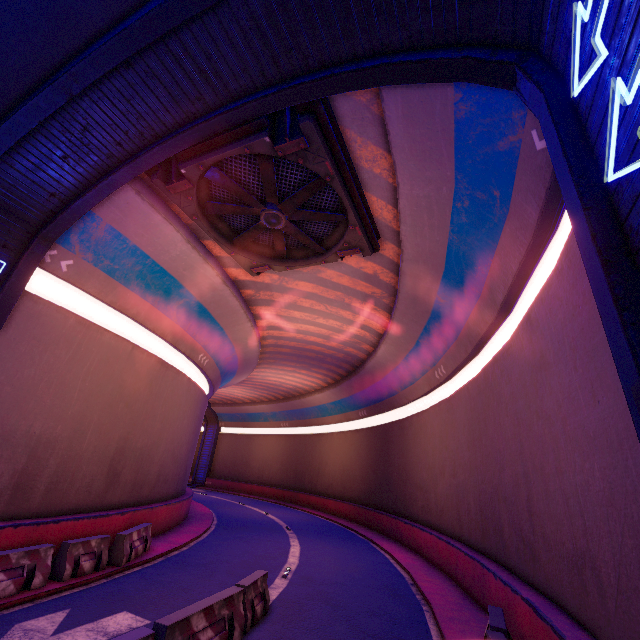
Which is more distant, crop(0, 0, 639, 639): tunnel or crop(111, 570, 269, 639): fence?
crop(111, 570, 269, 639): fence

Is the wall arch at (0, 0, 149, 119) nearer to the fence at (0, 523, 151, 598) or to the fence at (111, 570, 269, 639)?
the fence at (0, 523, 151, 598)

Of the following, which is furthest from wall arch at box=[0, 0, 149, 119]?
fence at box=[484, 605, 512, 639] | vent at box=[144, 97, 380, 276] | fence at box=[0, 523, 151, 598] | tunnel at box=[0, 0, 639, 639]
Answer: fence at box=[484, 605, 512, 639]

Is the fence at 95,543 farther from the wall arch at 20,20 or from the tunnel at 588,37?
the wall arch at 20,20

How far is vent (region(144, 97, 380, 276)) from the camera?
8.1 meters

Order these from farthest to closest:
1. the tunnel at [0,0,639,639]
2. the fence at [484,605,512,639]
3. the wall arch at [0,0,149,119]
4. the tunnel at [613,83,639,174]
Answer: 1. the wall arch at [0,0,149,119]
2. the fence at [484,605,512,639]
3. the tunnel at [0,0,639,639]
4. the tunnel at [613,83,639,174]

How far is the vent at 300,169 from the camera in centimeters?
815cm

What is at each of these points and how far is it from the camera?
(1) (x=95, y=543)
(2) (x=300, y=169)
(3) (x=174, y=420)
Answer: (1) fence, 9.9m
(2) vent, 9.5m
(3) tunnel, 17.0m
